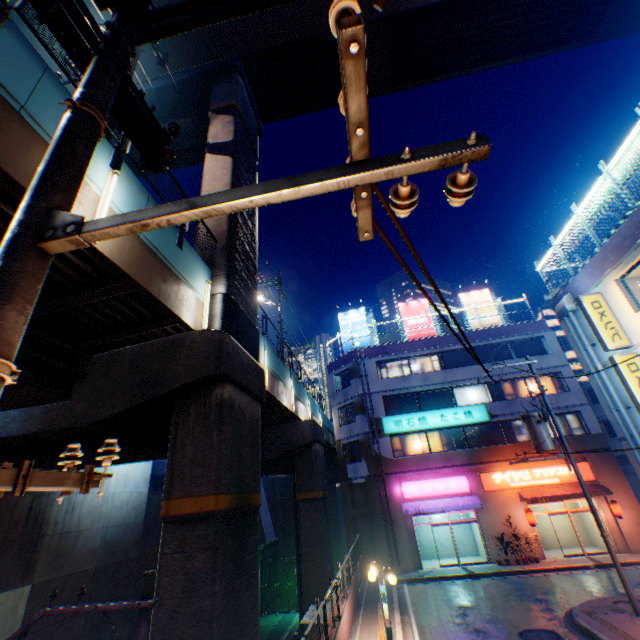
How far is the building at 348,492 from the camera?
21.36m

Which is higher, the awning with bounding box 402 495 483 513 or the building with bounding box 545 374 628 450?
the building with bounding box 545 374 628 450

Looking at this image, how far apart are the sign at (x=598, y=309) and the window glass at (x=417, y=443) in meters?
13.6 m

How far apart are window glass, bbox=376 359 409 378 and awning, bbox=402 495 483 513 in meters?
9.1 m

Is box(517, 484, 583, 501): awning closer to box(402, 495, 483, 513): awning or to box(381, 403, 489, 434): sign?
box(402, 495, 483, 513): awning

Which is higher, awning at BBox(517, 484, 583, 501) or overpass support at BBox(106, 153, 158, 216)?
overpass support at BBox(106, 153, 158, 216)

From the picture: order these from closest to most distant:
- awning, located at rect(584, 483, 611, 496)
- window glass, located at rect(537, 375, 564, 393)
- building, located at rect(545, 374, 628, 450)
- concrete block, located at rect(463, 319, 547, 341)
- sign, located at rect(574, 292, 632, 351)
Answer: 1. sign, located at rect(574, 292, 632, 351)
2. building, located at rect(545, 374, 628, 450)
3. awning, located at rect(584, 483, 611, 496)
4. window glass, located at rect(537, 375, 564, 393)
5. concrete block, located at rect(463, 319, 547, 341)

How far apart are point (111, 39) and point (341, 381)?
28.2m
